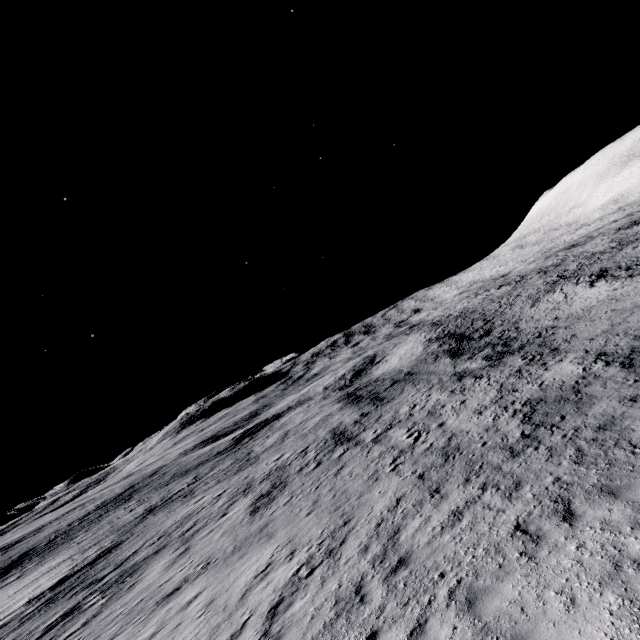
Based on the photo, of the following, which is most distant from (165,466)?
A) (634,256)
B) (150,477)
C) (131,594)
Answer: (634,256)
